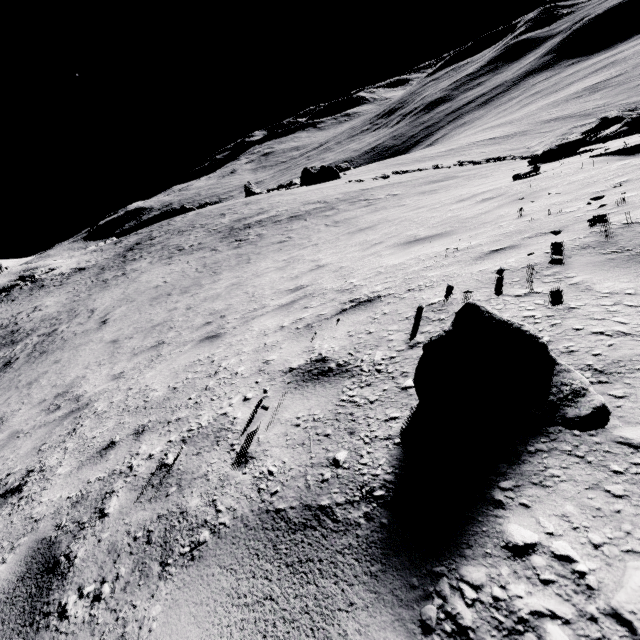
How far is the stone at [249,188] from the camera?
53.75m

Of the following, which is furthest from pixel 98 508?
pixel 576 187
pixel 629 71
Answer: pixel 629 71

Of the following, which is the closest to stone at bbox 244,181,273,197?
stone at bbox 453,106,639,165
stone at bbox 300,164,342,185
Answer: stone at bbox 300,164,342,185

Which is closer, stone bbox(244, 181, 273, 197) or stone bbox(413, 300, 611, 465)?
stone bbox(413, 300, 611, 465)

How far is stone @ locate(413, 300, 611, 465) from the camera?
1.1 meters

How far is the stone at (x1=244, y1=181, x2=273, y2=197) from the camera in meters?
53.8

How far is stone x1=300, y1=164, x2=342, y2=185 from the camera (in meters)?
45.75

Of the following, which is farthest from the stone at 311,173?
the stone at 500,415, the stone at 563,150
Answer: the stone at 500,415
